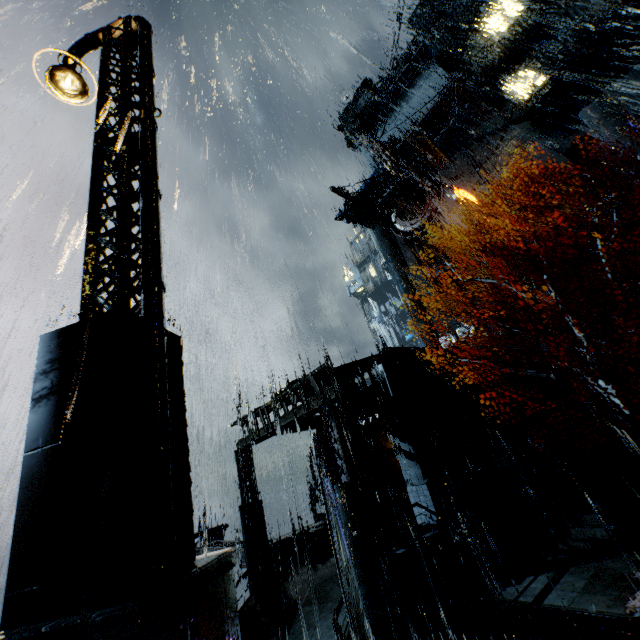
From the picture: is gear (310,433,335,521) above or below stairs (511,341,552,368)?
below

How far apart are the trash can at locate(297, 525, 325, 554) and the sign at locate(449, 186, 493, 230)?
30.8 meters

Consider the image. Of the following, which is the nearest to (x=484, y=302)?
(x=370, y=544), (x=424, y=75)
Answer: (x=370, y=544)

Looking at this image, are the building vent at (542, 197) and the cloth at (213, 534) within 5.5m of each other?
no

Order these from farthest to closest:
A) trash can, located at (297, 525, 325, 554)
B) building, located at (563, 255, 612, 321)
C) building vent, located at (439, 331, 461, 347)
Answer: building vent, located at (439, 331, 461, 347) → building, located at (563, 255, 612, 321) → trash can, located at (297, 525, 325, 554)

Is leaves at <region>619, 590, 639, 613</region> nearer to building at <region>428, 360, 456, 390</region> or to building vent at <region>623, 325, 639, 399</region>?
building at <region>428, 360, 456, 390</region>

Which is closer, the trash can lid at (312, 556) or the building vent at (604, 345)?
the trash can lid at (312, 556)

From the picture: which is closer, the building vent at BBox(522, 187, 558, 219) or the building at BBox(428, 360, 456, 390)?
the building at BBox(428, 360, 456, 390)
